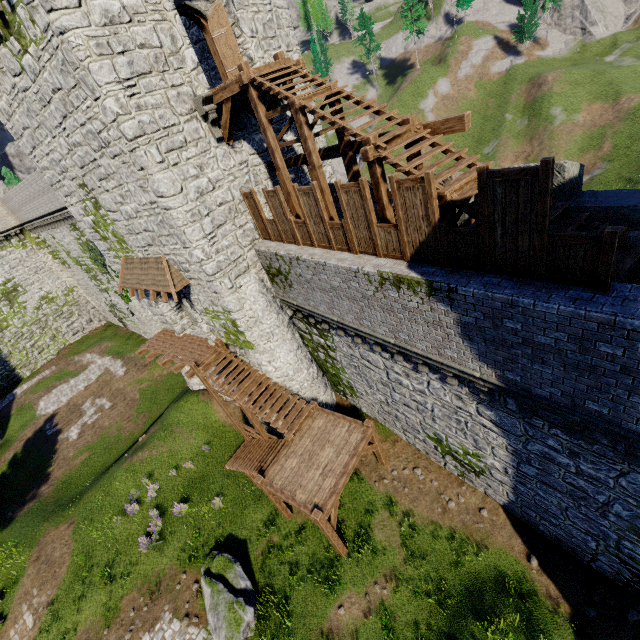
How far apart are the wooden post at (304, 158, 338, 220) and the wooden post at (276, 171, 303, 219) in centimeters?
154cm

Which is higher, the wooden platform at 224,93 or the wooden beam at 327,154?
the wooden platform at 224,93

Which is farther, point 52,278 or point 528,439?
point 52,278

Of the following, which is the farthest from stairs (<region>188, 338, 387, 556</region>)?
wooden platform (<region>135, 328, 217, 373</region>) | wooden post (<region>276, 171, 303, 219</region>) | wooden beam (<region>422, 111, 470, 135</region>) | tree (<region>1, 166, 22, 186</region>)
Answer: tree (<region>1, 166, 22, 186</region>)

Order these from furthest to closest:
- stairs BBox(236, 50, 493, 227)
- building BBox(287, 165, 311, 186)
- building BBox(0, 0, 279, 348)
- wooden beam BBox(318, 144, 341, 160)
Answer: building BBox(287, 165, 311, 186) → wooden beam BBox(318, 144, 341, 160) → building BBox(0, 0, 279, 348) → stairs BBox(236, 50, 493, 227)

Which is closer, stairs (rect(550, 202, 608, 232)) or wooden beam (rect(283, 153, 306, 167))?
stairs (rect(550, 202, 608, 232))

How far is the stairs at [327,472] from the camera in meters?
11.8 m

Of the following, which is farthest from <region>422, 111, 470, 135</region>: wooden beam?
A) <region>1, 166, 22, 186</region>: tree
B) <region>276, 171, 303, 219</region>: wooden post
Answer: <region>1, 166, 22, 186</region>: tree
